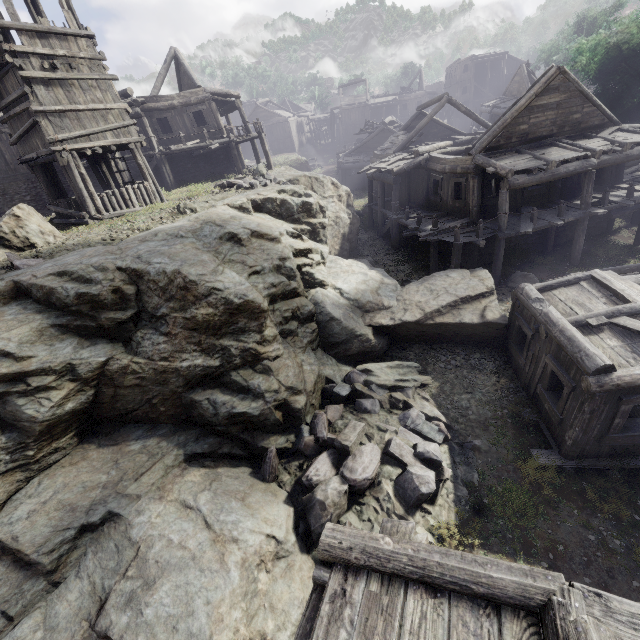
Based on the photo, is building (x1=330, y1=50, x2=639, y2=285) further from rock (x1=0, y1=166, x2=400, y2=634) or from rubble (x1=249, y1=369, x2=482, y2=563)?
rubble (x1=249, y1=369, x2=482, y2=563)

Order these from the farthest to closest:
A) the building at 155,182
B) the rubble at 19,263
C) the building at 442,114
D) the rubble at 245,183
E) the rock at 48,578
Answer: the rubble at 245,183
the building at 442,114
the building at 155,182
the rubble at 19,263
the rock at 48,578

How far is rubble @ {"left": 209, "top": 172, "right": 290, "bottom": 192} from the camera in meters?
16.4 m

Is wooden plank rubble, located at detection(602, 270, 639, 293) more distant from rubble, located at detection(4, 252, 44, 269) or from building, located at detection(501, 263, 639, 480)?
rubble, located at detection(4, 252, 44, 269)

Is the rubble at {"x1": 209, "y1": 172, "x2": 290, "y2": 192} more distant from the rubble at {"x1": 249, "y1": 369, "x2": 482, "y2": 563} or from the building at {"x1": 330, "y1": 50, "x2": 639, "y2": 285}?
the rubble at {"x1": 249, "y1": 369, "x2": 482, "y2": 563}

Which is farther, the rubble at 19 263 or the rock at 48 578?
the rubble at 19 263

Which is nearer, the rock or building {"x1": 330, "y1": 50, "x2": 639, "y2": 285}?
the rock

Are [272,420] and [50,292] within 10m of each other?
yes
